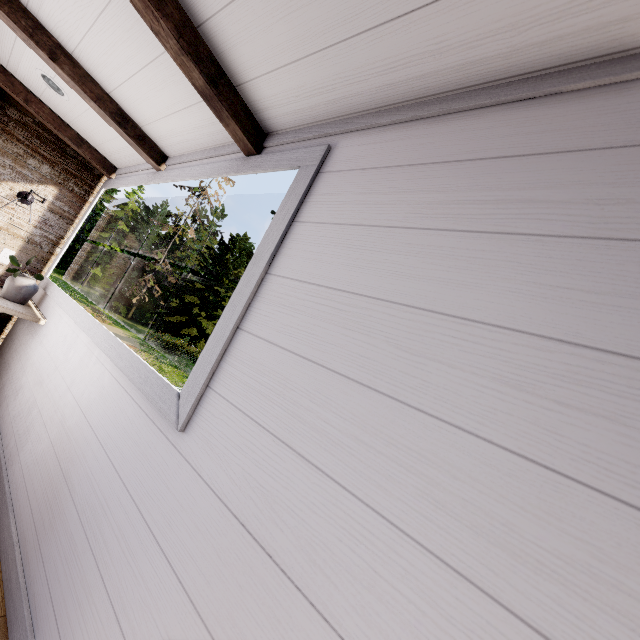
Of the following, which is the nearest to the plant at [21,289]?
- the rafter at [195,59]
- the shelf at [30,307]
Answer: the shelf at [30,307]

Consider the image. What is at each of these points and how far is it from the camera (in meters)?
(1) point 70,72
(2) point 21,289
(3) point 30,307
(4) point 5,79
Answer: (1) rafter, 1.82
(2) plant, 2.54
(3) shelf, 2.65
(4) rafter, 2.41

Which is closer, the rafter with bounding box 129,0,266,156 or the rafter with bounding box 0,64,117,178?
the rafter with bounding box 129,0,266,156

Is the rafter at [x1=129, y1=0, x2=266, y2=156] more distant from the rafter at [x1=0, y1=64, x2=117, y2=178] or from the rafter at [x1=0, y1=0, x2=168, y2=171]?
the rafter at [x1=0, y1=64, x2=117, y2=178]

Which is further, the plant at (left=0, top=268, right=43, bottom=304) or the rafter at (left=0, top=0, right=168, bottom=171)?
the plant at (left=0, top=268, right=43, bottom=304)

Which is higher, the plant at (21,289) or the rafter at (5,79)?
the rafter at (5,79)

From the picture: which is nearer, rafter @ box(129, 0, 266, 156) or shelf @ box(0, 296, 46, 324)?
rafter @ box(129, 0, 266, 156)

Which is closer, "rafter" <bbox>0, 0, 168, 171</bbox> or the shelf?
"rafter" <bbox>0, 0, 168, 171</bbox>
